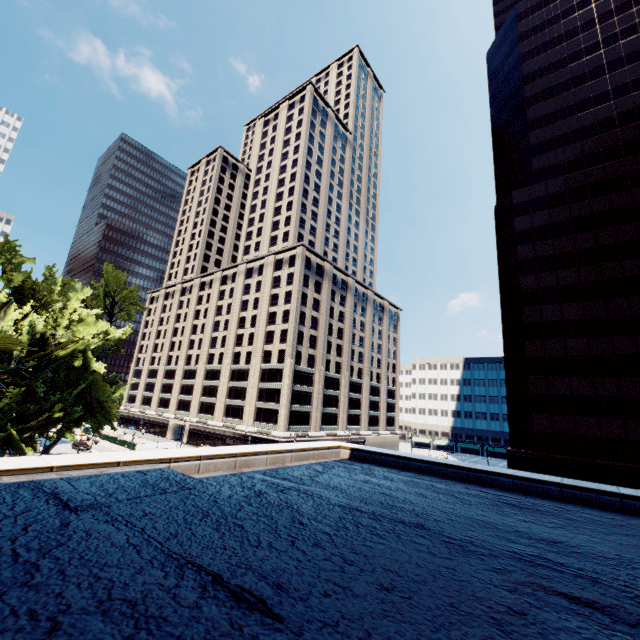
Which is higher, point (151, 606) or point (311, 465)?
point (151, 606)
